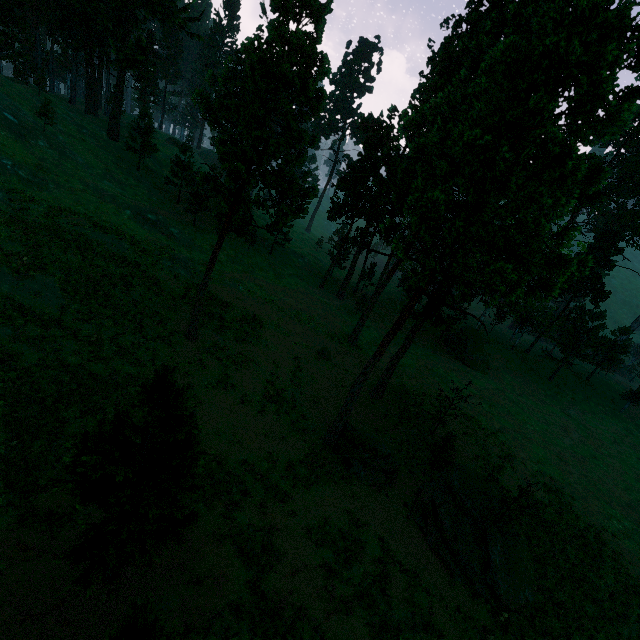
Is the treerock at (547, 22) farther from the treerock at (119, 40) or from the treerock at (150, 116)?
the treerock at (119, 40)

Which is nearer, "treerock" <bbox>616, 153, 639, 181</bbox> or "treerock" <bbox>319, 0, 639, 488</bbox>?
"treerock" <bbox>319, 0, 639, 488</bbox>

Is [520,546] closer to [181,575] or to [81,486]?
[181,575]

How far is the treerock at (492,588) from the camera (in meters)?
18.08

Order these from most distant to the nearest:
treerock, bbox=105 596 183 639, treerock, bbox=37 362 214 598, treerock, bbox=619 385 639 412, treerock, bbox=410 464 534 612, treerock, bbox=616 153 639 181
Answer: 1. treerock, bbox=616 153 639 181
2. treerock, bbox=619 385 639 412
3. treerock, bbox=410 464 534 612
4. treerock, bbox=37 362 214 598
5. treerock, bbox=105 596 183 639

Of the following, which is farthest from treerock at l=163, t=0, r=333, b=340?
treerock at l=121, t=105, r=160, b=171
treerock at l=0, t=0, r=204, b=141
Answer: treerock at l=0, t=0, r=204, b=141

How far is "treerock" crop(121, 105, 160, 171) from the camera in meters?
46.3
